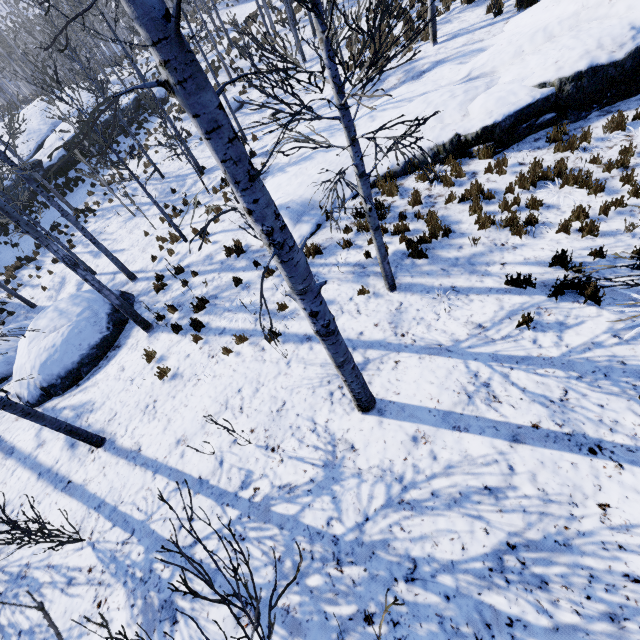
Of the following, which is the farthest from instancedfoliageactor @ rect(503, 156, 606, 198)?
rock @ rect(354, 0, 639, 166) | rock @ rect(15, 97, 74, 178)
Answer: rock @ rect(354, 0, 639, 166)

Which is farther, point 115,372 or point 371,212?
point 115,372

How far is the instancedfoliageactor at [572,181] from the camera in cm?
662

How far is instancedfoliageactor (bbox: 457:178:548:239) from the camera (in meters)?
6.60

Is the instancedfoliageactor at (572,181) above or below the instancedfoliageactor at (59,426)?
below

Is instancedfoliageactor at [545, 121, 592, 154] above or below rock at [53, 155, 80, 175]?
below

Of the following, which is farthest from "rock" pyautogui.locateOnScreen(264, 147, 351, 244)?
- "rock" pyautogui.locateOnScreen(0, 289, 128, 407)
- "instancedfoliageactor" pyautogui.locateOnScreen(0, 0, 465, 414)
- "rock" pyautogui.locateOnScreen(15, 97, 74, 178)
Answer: "rock" pyautogui.locateOnScreen(15, 97, 74, 178)
